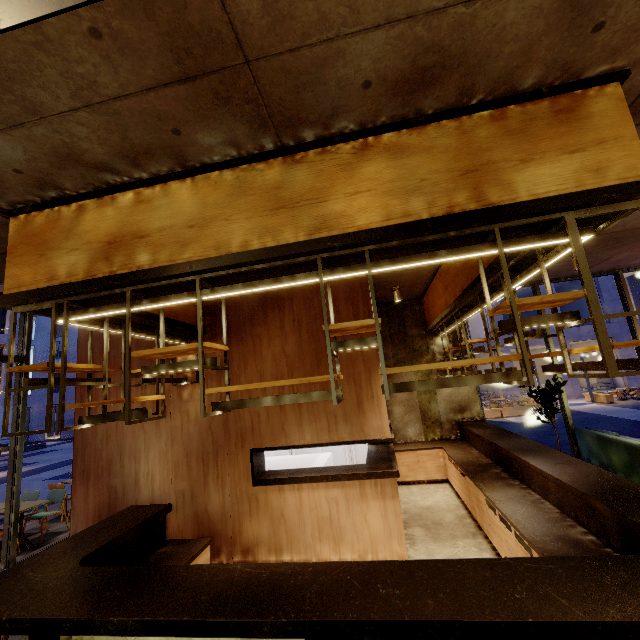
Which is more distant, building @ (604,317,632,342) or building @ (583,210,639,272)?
building @ (604,317,632,342)

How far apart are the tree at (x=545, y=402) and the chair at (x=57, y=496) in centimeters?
1102cm

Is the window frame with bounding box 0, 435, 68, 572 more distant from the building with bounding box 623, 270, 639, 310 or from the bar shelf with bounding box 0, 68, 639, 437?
the building with bounding box 623, 270, 639, 310

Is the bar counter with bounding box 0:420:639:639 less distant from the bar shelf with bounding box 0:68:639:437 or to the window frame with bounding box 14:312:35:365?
the bar shelf with bounding box 0:68:639:437

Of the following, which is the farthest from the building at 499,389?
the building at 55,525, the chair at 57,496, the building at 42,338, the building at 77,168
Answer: the chair at 57,496

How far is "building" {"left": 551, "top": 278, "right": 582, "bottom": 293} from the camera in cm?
2411

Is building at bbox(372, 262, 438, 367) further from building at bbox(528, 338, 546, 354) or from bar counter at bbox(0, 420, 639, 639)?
building at bbox(528, 338, 546, 354)

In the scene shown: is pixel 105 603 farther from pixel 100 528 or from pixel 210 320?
pixel 210 320
